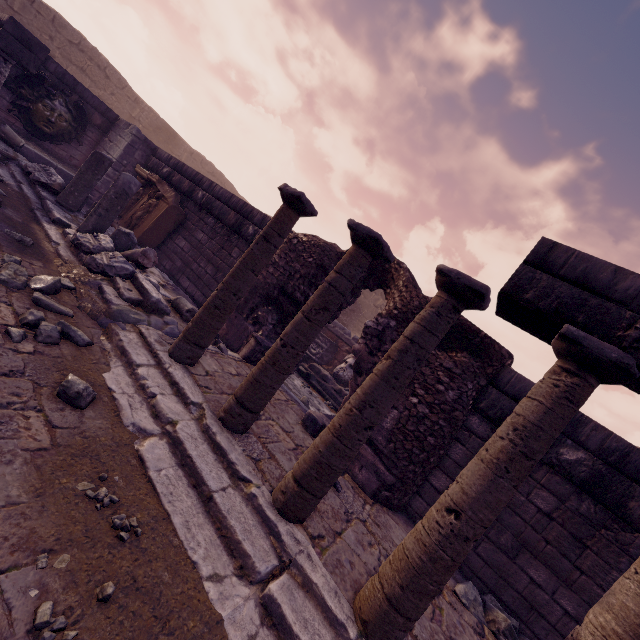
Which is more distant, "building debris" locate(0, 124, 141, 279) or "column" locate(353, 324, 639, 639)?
"building debris" locate(0, 124, 141, 279)

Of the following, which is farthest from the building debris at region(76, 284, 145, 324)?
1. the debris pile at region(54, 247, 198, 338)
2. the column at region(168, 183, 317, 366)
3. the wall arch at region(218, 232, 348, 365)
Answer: Answer: the wall arch at region(218, 232, 348, 365)

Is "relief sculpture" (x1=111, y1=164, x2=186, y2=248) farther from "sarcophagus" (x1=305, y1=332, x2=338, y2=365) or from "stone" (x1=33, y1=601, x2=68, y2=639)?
"stone" (x1=33, y1=601, x2=68, y2=639)

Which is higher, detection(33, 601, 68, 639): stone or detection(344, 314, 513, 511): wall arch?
detection(344, 314, 513, 511): wall arch

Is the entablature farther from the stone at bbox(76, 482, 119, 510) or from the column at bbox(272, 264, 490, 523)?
the stone at bbox(76, 482, 119, 510)

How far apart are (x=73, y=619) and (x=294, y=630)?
1.3 meters

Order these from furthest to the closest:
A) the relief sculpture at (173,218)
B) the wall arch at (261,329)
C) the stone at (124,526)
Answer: the relief sculpture at (173,218) → the wall arch at (261,329) → the stone at (124,526)

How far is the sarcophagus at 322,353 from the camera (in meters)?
10.74
